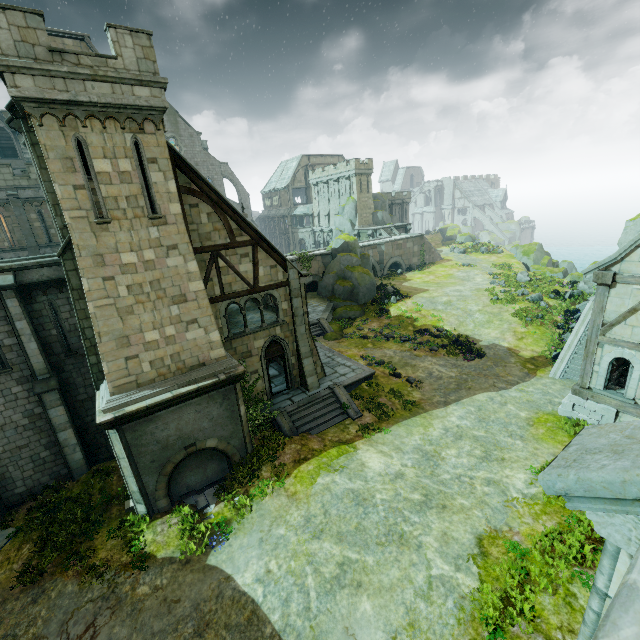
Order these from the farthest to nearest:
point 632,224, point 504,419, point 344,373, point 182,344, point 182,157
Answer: point 632,224 < point 344,373 < point 504,419 < point 182,157 < point 182,344

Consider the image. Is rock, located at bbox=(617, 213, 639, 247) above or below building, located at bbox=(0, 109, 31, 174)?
below

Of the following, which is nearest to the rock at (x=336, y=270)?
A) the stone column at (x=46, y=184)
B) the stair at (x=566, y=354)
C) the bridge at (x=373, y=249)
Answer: the bridge at (x=373, y=249)

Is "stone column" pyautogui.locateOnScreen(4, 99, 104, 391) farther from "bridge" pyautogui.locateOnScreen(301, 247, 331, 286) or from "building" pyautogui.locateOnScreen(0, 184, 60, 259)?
"bridge" pyautogui.locateOnScreen(301, 247, 331, 286)

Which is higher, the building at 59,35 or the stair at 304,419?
the building at 59,35

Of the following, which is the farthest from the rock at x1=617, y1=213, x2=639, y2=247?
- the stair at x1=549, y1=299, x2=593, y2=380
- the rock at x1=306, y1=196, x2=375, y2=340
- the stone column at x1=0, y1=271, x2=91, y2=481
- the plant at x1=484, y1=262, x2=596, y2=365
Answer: the stone column at x1=0, y1=271, x2=91, y2=481

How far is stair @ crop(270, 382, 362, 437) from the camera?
16.8m

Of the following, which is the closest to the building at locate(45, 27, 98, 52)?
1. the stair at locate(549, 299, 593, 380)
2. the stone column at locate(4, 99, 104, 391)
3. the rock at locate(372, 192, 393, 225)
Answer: the stone column at locate(4, 99, 104, 391)
